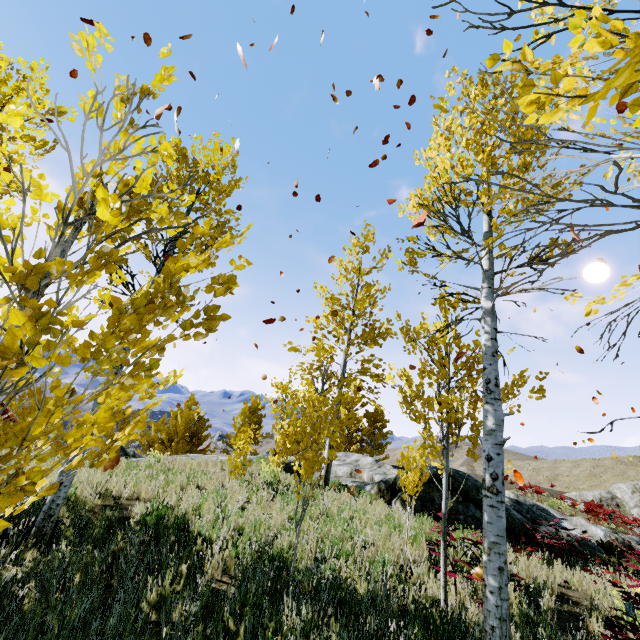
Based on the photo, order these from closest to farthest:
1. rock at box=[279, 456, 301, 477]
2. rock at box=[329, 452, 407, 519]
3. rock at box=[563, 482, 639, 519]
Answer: rock at box=[329, 452, 407, 519] → rock at box=[279, 456, 301, 477] → rock at box=[563, 482, 639, 519]

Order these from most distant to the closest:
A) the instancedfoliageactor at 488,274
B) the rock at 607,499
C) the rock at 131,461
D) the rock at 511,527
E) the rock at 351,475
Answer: the rock at 607,499 < the rock at 351,475 < the rock at 131,461 < the rock at 511,527 < the instancedfoliageactor at 488,274

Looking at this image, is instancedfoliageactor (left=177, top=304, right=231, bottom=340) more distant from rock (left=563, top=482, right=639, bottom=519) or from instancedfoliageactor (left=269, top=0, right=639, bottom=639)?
rock (left=563, top=482, right=639, bottom=519)

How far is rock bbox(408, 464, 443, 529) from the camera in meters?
8.2 m

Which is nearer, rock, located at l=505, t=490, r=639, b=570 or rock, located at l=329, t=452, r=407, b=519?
rock, located at l=505, t=490, r=639, b=570

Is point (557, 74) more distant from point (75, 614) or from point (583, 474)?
point (583, 474)

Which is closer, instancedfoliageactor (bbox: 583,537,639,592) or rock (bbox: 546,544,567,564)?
instancedfoliageactor (bbox: 583,537,639,592)

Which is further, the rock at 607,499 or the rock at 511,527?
the rock at 607,499
